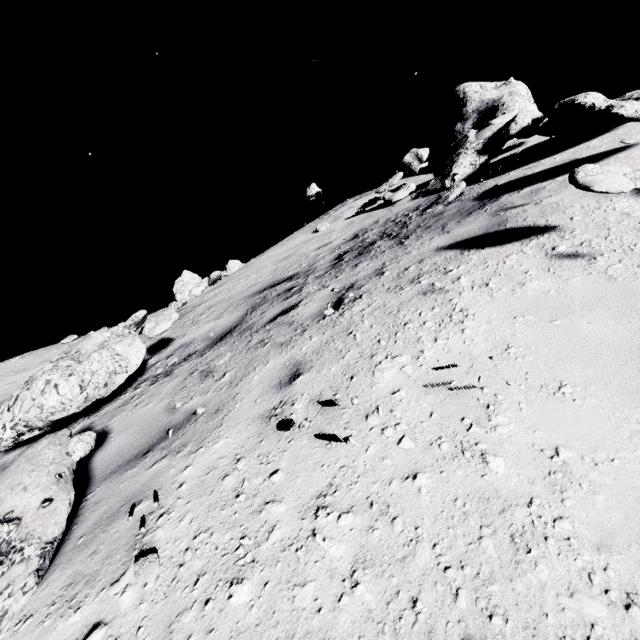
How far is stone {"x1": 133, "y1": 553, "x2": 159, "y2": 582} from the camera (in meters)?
1.47

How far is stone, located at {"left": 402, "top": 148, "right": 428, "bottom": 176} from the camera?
8.5 meters

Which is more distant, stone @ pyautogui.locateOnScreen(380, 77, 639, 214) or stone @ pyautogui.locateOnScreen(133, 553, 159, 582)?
stone @ pyautogui.locateOnScreen(380, 77, 639, 214)

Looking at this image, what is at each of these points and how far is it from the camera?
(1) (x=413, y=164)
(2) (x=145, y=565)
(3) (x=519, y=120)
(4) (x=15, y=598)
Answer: (1) stone, 8.7 meters
(2) stone, 1.5 meters
(3) stone, 6.8 meters
(4) stone, 1.6 meters

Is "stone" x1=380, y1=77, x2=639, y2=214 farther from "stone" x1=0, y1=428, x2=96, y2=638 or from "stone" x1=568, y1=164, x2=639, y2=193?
"stone" x1=0, y1=428, x2=96, y2=638

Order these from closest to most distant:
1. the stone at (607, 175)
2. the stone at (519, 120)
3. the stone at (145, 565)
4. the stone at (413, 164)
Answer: the stone at (145, 565) → the stone at (607, 175) → the stone at (519, 120) → the stone at (413, 164)

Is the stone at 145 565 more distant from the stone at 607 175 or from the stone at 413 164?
the stone at 413 164

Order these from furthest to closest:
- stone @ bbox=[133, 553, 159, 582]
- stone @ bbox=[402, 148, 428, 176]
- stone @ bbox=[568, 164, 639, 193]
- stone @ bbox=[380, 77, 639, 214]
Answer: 1. stone @ bbox=[402, 148, 428, 176]
2. stone @ bbox=[380, 77, 639, 214]
3. stone @ bbox=[568, 164, 639, 193]
4. stone @ bbox=[133, 553, 159, 582]
